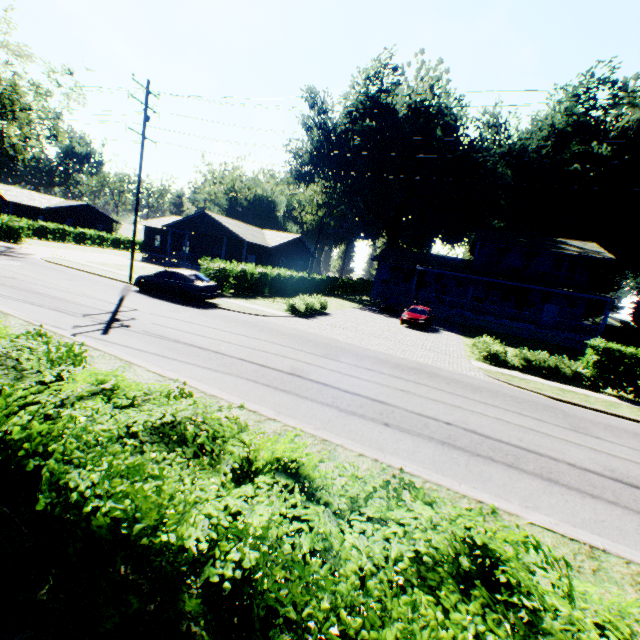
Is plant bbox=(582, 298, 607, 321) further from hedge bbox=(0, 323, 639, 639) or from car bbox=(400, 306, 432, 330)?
car bbox=(400, 306, 432, 330)

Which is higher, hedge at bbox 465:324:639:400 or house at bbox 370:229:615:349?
house at bbox 370:229:615:349

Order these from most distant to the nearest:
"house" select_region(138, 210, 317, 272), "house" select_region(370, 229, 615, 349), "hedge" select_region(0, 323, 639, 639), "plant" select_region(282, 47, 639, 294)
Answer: "plant" select_region(282, 47, 639, 294), "house" select_region(138, 210, 317, 272), "house" select_region(370, 229, 615, 349), "hedge" select_region(0, 323, 639, 639)

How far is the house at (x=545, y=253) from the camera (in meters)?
27.72

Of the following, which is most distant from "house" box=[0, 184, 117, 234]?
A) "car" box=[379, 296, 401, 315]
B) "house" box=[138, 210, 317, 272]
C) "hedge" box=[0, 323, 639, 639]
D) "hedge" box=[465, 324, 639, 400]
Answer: "hedge" box=[465, 324, 639, 400]

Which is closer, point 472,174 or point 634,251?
point 472,174

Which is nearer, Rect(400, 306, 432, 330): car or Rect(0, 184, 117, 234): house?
Rect(400, 306, 432, 330): car

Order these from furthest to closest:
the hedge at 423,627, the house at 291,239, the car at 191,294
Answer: the house at 291,239 < the car at 191,294 < the hedge at 423,627
